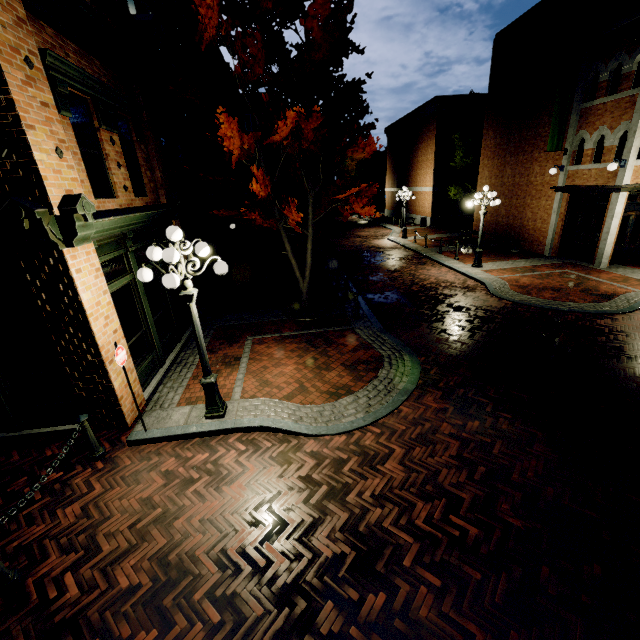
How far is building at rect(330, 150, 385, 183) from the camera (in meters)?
58.45

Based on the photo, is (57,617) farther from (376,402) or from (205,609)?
(376,402)

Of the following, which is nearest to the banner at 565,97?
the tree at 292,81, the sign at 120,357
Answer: the tree at 292,81

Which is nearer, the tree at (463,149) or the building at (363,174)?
the tree at (463,149)

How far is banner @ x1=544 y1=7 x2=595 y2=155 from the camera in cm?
1329

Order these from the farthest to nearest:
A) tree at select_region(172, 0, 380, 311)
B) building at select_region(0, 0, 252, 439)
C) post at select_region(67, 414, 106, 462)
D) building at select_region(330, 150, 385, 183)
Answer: building at select_region(330, 150, 385, 183) → tree at select_region(172, 0, 380, 311) → post at select_region(67, 414, 106, 462) → building at select_region(0, 0, 252, 439)

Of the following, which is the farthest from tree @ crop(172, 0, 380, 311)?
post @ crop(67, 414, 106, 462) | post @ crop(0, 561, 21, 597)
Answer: post @ crop(0, 561, 21, 597)

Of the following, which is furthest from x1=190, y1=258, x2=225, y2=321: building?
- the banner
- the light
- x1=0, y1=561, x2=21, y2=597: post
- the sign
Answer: the banner
